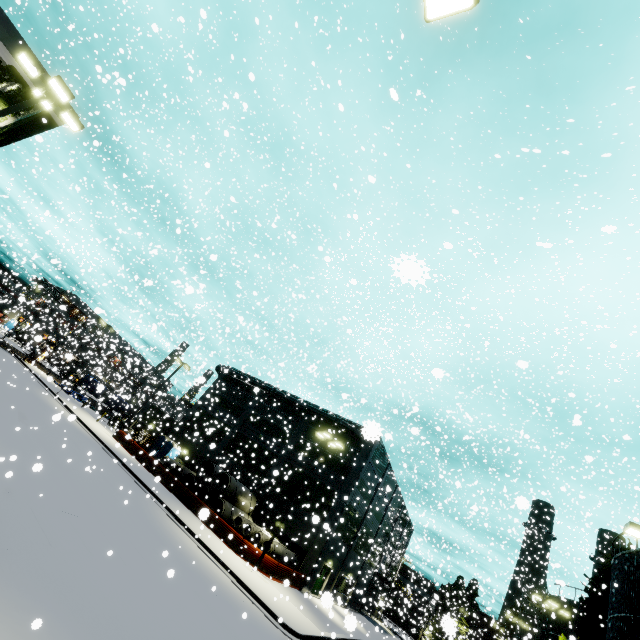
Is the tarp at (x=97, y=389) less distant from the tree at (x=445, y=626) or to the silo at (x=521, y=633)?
the silo at (x=521, y=633)

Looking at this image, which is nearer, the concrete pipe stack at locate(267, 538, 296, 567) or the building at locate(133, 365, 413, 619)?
the concrete pipe stack at locate(267, 538, 296, 567)

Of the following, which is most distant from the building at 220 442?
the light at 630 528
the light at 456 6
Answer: the light at 630 528

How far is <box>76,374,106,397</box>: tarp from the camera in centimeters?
812cm

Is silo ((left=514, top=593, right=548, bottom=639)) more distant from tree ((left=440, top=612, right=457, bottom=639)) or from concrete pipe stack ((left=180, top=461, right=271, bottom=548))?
concrete pipe stack ((left=180, top=461, right=271, bottom=548))

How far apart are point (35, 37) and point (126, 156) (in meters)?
9.47

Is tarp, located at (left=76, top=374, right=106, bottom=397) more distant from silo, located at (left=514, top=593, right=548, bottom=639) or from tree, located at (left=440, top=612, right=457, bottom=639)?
tree, located at (left=440, top=612, right=457, bottom=639)

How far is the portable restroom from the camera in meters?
37.7 m
